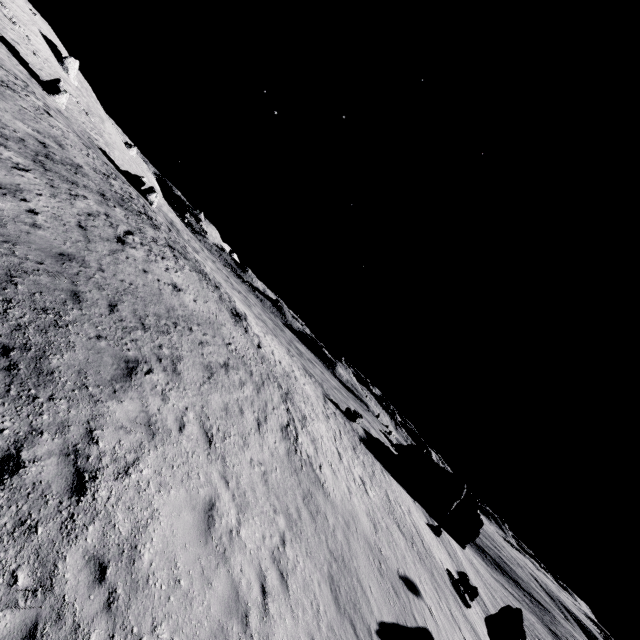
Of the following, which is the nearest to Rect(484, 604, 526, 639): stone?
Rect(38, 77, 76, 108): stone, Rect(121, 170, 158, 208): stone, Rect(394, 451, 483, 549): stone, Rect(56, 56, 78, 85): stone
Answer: Rect(394, 451, 483, 549): stone

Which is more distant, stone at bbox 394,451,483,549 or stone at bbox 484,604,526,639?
stone at bbox 394,451,483,549

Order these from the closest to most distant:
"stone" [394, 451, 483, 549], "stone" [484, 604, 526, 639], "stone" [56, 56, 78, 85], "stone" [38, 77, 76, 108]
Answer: "stone" [484, 604, 526, 639], "stone" [38, 77, 76, 108], "stone" [394, 451, 483, 549], "stone" [56, 56, 78, 85]

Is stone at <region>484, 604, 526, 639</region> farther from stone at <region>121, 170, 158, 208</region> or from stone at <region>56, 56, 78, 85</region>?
stone at <region>56, 56, 78, 85</region>

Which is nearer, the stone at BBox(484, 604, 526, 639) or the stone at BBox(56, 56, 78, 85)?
the stone at BBox(484, 604, 526, 639)

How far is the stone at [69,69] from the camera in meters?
50.7 m

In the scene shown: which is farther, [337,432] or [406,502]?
[406,502]

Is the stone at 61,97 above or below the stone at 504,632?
above
